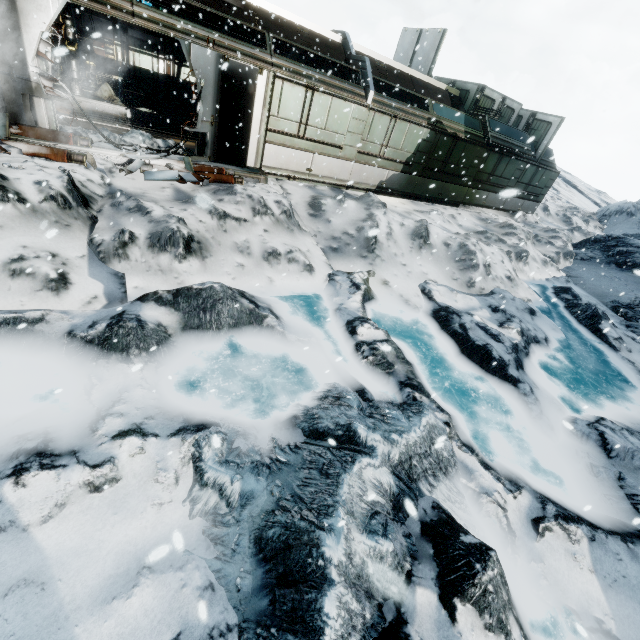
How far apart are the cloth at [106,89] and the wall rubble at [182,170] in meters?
7.3

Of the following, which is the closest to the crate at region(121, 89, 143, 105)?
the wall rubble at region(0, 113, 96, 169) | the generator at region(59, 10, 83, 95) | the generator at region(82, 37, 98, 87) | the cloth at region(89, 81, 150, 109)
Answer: the cloth at region(89, 81, 150, 109)

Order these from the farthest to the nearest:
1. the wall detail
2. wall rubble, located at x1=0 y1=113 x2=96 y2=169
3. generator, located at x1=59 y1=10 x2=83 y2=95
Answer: the wall detail
generator, located at x1=59 y1=10 x2=83 y2=95
wall rubble, located at x1=0 y1=113 x2=96 y2=169

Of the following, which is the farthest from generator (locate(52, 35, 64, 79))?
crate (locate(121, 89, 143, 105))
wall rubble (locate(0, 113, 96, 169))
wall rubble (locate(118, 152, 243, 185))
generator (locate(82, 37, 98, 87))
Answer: wall rubble (locate(118, 152, 243, 185))

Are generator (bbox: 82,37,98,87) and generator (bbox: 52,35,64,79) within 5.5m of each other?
yes

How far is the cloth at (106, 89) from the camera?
13.4m

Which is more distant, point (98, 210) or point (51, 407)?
point (98, 210)

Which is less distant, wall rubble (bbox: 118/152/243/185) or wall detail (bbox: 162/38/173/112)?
wall rubble (bbox: 118/152/243/185)
